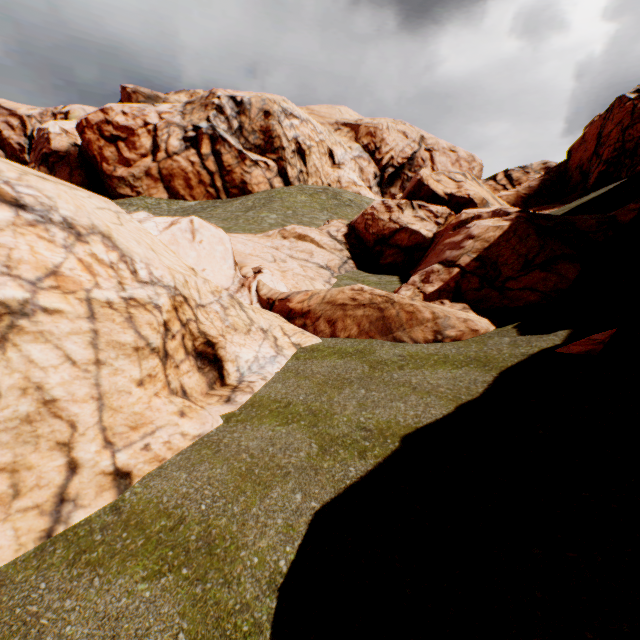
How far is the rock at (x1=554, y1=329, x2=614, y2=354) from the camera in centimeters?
659cm

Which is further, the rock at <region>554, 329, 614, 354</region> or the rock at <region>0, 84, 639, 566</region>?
the rock at <region>554, 329, 614, 354</region>

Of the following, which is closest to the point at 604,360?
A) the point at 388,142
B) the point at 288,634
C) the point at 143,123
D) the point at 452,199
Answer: the point at 288,634

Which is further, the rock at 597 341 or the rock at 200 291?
the rock at 597 341

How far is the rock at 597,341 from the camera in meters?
6.6
